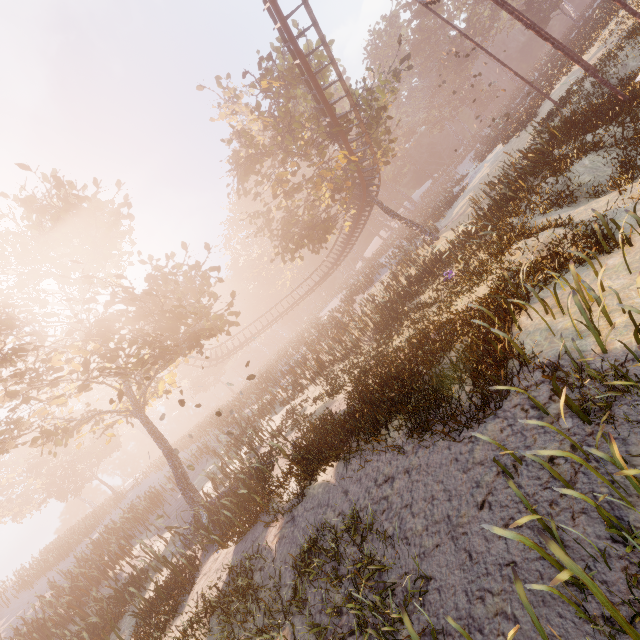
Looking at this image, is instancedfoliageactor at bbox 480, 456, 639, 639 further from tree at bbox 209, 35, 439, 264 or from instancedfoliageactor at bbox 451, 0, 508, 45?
instancedfoliageactor at bbox 451, 0, 508, 45

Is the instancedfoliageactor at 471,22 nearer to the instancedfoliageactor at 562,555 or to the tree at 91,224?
the tree at 91,224

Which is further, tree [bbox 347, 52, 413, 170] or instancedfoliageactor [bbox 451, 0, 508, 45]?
instancedfoliageactor [bbox 451, 0, 508, 45]

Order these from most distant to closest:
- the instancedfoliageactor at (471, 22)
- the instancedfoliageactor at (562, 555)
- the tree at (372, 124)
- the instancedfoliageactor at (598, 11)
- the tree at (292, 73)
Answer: the instancedfoliageactor at (471, 22), the instancedfoliageactor at (598, 11), the tree at (292, 73), the tree at (372, 124), the instancedfoliageactor at (562, 555)

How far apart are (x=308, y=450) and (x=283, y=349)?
39.1m
